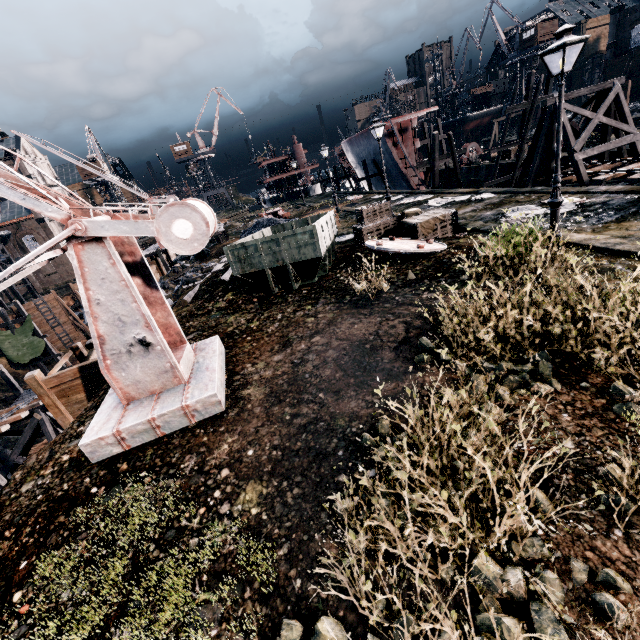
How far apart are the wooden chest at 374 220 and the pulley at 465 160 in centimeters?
3078cm

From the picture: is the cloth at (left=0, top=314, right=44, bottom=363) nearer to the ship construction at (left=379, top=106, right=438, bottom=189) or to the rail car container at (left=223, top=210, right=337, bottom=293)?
the rail car container at (left=223, top=210, right=337, bottom=293)

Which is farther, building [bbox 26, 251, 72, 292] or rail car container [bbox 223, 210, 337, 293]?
building [bbox 26, 251, 72, 292]

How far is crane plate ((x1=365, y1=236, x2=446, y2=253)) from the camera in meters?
11.9

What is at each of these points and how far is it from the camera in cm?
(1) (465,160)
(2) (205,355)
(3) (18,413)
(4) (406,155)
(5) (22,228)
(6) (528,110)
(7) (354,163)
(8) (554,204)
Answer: (1) pulley, 4022
(2) metal box, 870
(3) railway, 2027
(4) ship construction, 3306
(5) building, 5606
(6) wooden scaffolding, 2705
(7) ship construction, 4678
(8) street light, 997

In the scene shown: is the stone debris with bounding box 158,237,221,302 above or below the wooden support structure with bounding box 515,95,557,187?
below

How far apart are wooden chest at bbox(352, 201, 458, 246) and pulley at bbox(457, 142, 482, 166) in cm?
3078

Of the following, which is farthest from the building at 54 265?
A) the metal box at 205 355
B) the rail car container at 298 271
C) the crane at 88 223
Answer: the rail car container at 298 271
